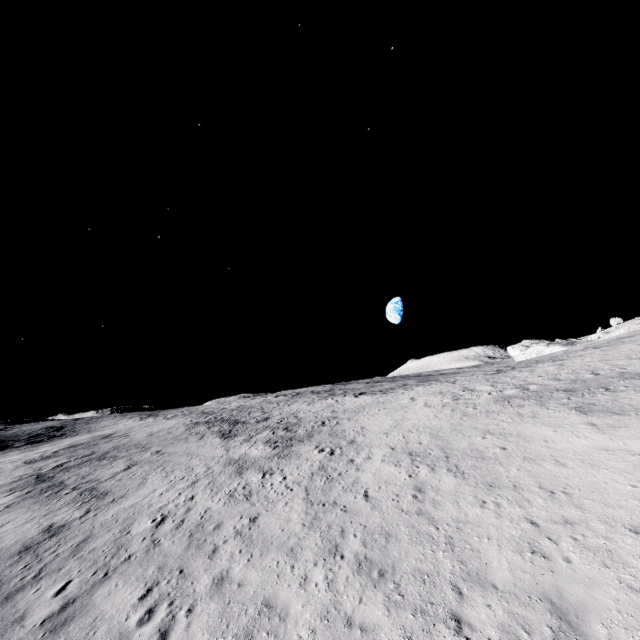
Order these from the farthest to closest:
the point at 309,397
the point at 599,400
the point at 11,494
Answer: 1. the point at 309,397
2. the point at 11,494
3. the point at 599,400
